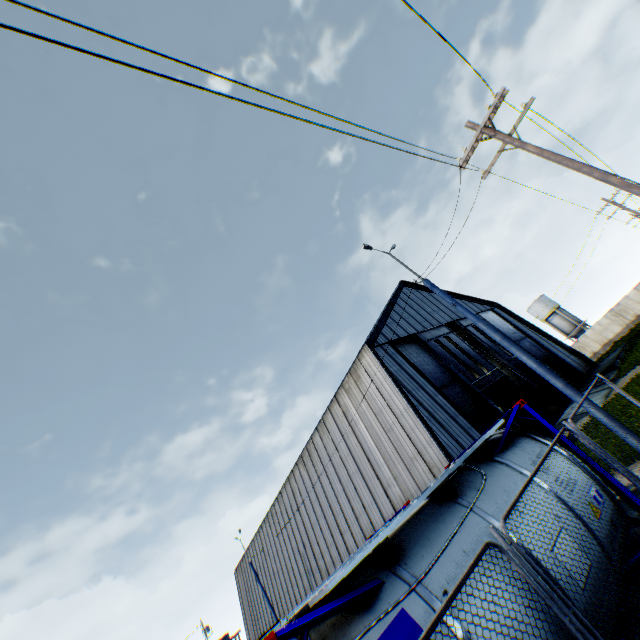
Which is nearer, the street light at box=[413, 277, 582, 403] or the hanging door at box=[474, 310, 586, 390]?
the street light at box=[413, 277, 582, 403]

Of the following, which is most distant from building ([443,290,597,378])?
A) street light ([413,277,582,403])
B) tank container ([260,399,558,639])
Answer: street light ([413,277,582,403])

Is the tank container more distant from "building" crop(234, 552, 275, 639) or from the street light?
"building" crop(234, 552, 275, 639)

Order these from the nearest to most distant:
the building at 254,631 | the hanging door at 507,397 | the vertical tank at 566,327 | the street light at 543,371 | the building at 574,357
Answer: the street light at 543,371, the hanging door at 507,397, the building at 574,357, the building at 254,631, the vertical tank at 566,327

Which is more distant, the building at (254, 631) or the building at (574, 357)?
the building at (254, 631)

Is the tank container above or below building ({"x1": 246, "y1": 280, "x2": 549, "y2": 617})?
below

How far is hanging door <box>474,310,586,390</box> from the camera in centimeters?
2872cm

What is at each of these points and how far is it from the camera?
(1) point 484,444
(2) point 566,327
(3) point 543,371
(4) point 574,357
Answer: (1) tank container, 6.11m
(2) vertical tank, 55.16m
(3) street light, 9.27m
(4) building, 32.91m
